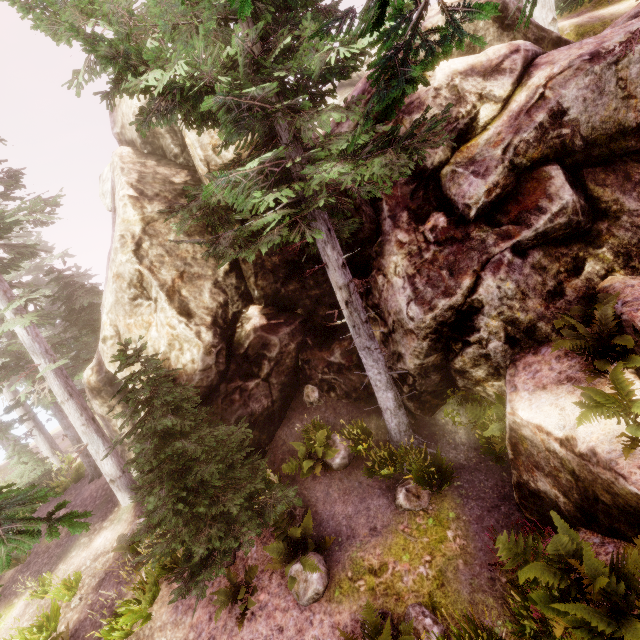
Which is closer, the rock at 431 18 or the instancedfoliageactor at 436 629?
the instancedfoliageactor at 436 629

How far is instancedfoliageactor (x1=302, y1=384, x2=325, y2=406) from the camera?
10.4 meters

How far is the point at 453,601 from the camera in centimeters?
575cm

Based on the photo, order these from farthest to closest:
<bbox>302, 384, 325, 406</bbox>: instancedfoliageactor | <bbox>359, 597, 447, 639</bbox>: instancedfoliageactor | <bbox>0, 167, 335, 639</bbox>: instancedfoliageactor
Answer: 1. <bbox>302, 384, 325, 406</bbox>: instancedfoliageactor
2. <bbox>0, 167, 335, 639</bbox>: instancedfoliageactor
3. <bbox>359, 597, 447, 639</bbox>: instancedfoliageactor

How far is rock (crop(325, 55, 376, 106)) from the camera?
9.5 meters

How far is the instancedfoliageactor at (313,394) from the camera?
10.4 meters
